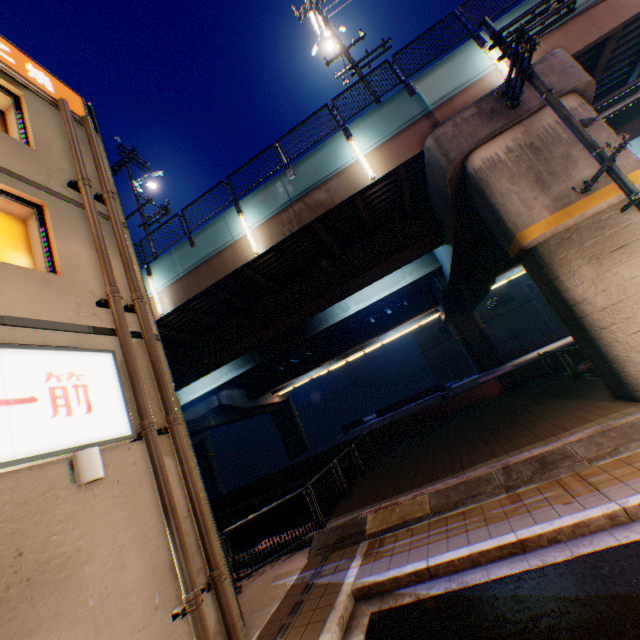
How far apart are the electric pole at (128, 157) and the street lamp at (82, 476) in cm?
1490

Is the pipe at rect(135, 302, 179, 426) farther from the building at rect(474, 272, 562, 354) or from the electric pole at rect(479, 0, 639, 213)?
the building at rect(474, 272, 562, 354)

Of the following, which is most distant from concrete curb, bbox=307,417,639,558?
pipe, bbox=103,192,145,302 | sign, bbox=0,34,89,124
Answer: sign, bbox=0,34,89,124

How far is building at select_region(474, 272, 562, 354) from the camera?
44.44m

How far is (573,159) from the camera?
8.49m

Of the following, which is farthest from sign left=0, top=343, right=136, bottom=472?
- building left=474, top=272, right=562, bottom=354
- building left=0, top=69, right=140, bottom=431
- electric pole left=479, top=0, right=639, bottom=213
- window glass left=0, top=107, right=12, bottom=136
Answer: building left=474, top=272, right=562, bottom=354

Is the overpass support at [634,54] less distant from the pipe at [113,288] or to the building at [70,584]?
the building at [70,584]

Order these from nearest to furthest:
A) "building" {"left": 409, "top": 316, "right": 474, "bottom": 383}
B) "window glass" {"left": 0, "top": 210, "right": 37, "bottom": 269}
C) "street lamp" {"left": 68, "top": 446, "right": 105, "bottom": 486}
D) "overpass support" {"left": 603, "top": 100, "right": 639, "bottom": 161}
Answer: "street lamp" {"left": 68, "top": 446, "right": 105, "bottom": 486}, "window glass" {"left": 0, "top": 210, "right": 37, "bottom": 269}, "overpass support" {"left": 603, "top": 100, "right": 639, "bottom": 161}, "building" {"left": 409, "top": 316, "right": 474, "bottom": 383}
